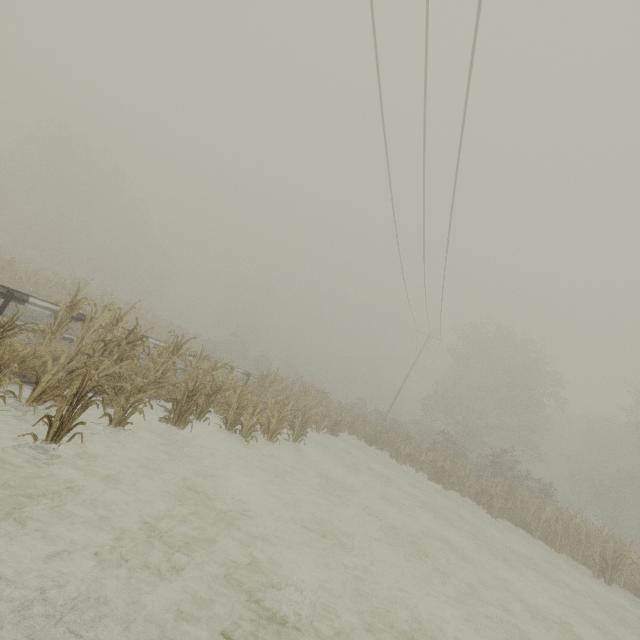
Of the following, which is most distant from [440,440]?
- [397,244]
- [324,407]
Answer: [397,244]

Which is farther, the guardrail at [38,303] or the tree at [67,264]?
the guardrail at [38,303]

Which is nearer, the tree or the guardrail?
the tree
